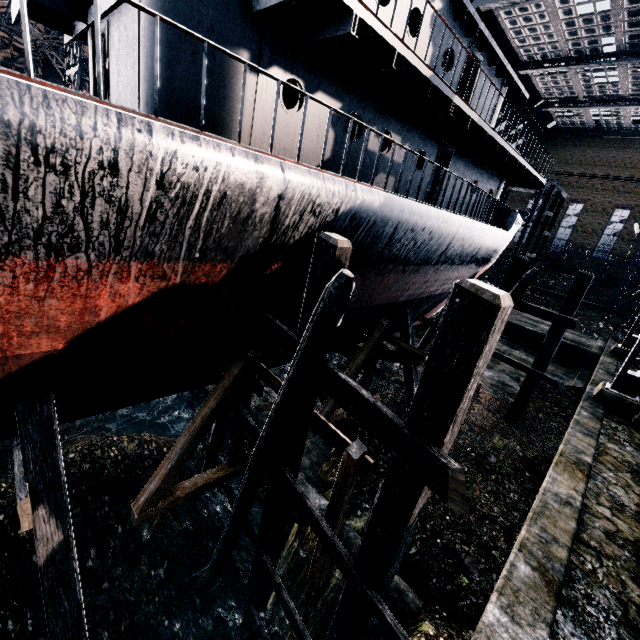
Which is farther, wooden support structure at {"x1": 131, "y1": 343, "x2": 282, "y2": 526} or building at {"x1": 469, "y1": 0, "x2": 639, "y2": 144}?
building at {"x1": 469, "y1": 0, "x2": 639, "y2": 144}

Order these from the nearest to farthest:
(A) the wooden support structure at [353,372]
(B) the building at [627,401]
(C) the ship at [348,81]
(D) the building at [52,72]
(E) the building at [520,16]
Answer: (C) the ship at [348,81] < (A) the wooden support structure at [353,372] < (B) the building at [627,401] < (E) the building at [520,16] < (D) the building at [52,72]

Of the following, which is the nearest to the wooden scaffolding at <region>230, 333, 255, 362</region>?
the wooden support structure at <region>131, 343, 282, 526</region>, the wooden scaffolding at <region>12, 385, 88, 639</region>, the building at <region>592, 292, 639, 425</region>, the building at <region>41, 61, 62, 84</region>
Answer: the wooden support structure at <region>131, 343, 282, 526</region>

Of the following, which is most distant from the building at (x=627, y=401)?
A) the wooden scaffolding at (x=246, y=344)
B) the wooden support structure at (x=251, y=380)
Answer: the wooden support structure at (x=251, y=380)

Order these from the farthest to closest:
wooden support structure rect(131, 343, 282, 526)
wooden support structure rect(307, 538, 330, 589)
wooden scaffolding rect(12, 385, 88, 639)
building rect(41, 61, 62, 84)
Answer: building rect(41, 61, 62, 84) < wooden support structure rect(131, 343, 282, 526) < wooden support structure rect(307, 538, 330, 589) < wooden scaffolding rect(12, 385, 88, 639)

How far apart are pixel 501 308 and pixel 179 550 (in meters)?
13.69

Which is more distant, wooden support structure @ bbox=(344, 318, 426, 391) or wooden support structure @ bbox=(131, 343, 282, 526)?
wooden support structure @ bbox=(344, 318, 426, 391)
